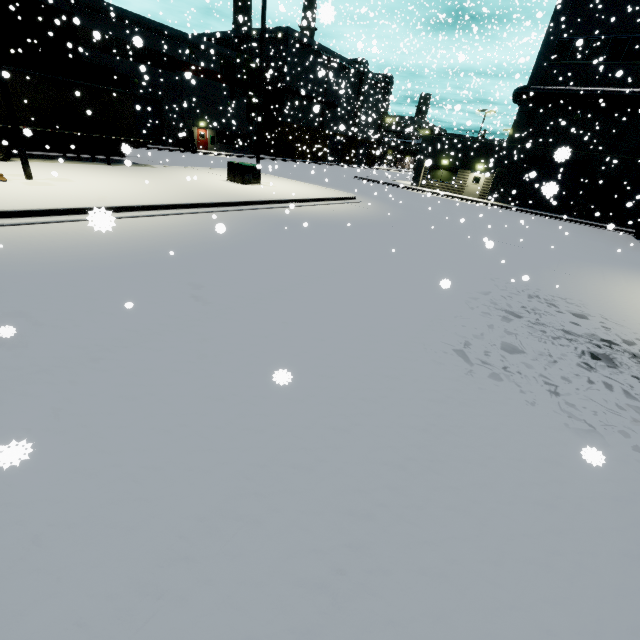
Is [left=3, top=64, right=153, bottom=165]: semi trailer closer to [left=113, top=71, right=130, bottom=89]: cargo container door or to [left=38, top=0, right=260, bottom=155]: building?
[left=38, top=0, right=260, bottom=155]: building

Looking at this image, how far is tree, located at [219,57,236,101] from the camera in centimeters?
3799cm

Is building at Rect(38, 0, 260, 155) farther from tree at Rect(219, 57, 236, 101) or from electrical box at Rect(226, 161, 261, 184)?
electrical box at Rect(226, 161, 261, 184)

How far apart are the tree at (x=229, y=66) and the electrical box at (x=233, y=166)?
29.00m

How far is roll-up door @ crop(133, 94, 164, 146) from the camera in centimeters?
3316cm

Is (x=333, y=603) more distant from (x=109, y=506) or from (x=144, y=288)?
(x=144, y=288)

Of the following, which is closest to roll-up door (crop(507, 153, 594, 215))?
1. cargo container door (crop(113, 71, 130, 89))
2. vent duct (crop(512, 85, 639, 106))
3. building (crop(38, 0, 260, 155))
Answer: building (crop(38, 0, 260, 155))

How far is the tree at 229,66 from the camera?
38.0m
